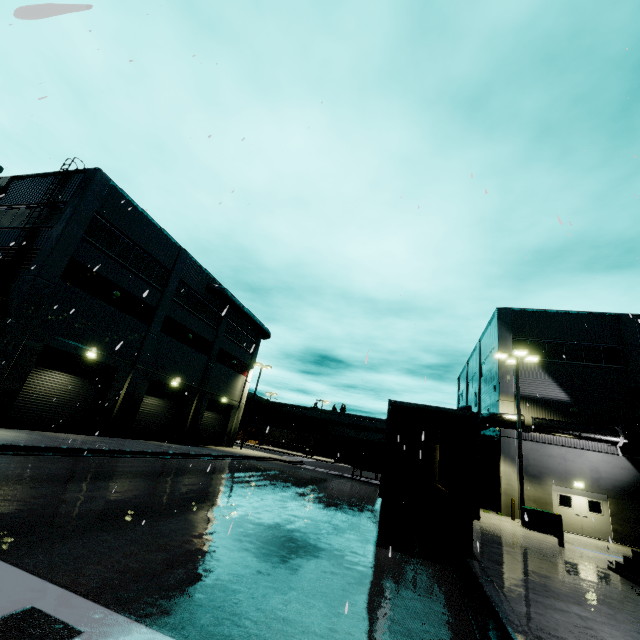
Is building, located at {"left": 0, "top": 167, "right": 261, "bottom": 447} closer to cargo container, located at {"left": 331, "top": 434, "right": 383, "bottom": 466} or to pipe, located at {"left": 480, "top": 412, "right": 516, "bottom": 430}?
pipe, located at {"left": 480, "top": 412, "right": 516, "bottom": 430}

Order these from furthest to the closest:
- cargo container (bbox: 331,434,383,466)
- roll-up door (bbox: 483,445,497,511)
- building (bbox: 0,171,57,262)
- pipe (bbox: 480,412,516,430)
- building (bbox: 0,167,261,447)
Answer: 1. cargo container (bbox: 331,434,383,466)
2. roll-up door (bbox: 483,445,497,511)
3. pipe (bbox: 480,412,516,430)
4. building (bbox: 0,171,57,262)
5. building (bbox: 0,167,261,447)

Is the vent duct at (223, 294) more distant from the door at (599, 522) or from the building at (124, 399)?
the door at (599, 522)

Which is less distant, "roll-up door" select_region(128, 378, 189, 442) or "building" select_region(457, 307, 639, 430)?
"building" select_region(457, 307, 639, 430)

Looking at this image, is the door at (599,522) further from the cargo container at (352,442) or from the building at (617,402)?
the cargo container at (352,442)

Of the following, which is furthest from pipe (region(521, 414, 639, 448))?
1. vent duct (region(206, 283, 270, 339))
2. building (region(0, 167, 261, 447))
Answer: vent duct (region(206, 283, 270, 339))

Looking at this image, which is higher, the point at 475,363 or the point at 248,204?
the point at 475,363
